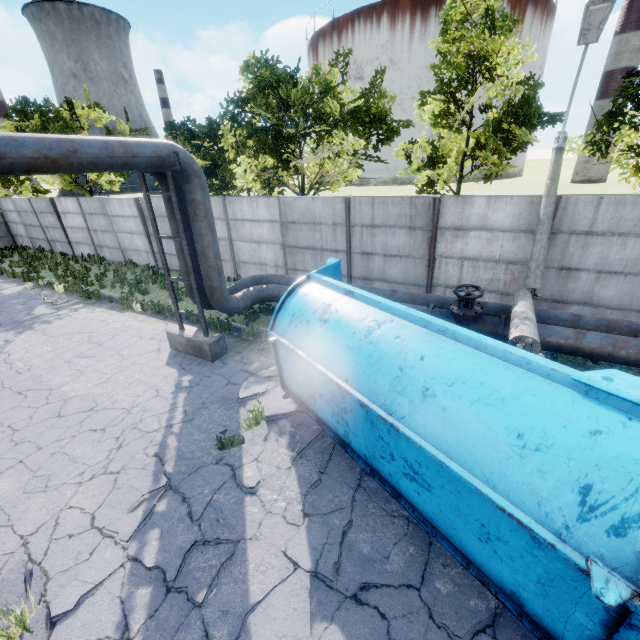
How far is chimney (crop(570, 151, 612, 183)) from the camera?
50.00m

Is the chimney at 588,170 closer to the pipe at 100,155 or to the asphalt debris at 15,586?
the pipe at 100,155

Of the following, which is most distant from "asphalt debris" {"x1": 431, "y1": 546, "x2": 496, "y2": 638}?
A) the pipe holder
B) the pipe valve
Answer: the pipe holder

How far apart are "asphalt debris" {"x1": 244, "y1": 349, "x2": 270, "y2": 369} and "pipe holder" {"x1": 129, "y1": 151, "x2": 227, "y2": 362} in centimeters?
62cm

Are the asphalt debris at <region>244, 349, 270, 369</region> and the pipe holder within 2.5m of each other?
yes

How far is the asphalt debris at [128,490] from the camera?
5.1 meters

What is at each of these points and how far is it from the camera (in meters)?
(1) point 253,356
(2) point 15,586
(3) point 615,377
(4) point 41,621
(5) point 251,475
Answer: (1) asphalt debris, 8.84
(2) asphalt debris, 4.11
(3) truck dump back, 2.91
(4) asphalt debris, 3.77
(5) asphalt debris, 5.43

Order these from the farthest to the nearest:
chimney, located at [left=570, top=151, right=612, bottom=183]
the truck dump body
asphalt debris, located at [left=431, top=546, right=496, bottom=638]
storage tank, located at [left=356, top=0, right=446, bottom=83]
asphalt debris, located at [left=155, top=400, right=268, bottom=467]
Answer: storage tank, located at [left=356, top=0, right=446, bottom=83]
chimney, located at [left=570, top=151, right=612, bottom=183]
asphalt debris, located at [left=155, top=400, right=268, bottom=467]
asphalt debris, located at [left=431, top=546, right=496, bottom=638]
the truck dump body
